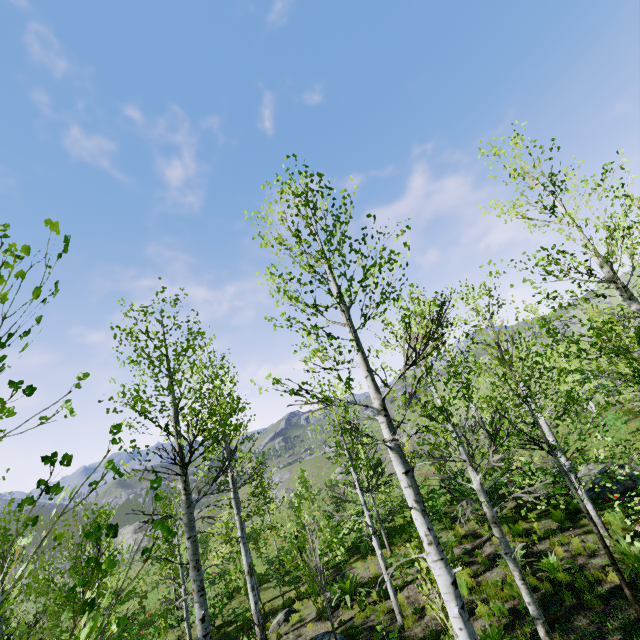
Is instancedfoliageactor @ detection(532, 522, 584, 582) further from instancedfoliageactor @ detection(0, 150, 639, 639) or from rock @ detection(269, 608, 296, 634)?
rock @ detection(269, 608, 296, 634)

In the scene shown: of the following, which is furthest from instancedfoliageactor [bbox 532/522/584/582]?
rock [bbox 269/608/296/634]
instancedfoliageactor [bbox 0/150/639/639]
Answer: rock [bbox 269/608/296/634]

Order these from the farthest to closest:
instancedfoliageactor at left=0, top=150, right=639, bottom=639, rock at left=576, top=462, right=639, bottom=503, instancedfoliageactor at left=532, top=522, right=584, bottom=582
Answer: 1. rock at left=576, top=462, right=639, bottom=503
2. instancedfoliageactor at left=532, top=522, right=584, bottom=582
3. instancedfoliageactor at left=0, top=150, right=639, bottom=639

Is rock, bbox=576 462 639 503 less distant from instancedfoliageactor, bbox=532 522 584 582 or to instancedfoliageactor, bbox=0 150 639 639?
instancedfoliageactor, bbox=532 522 584 582

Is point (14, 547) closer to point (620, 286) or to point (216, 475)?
point (216, 475)

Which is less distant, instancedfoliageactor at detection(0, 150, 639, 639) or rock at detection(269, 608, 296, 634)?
instancedfoliageactor at detection(0, 150, 639, 639)

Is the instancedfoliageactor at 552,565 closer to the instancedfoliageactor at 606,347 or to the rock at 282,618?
the instancedfoliageactor at 606,347

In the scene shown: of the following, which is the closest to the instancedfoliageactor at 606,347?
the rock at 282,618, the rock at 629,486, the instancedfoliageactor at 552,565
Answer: the instancedfoliageactor at 552,565
